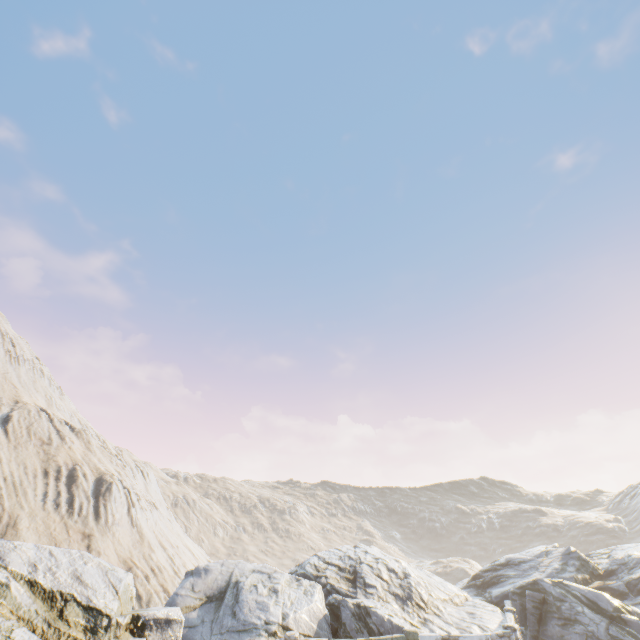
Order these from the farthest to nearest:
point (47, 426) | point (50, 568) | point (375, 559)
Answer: point (47, 426)
point (375, 559)
point (50, 568)
